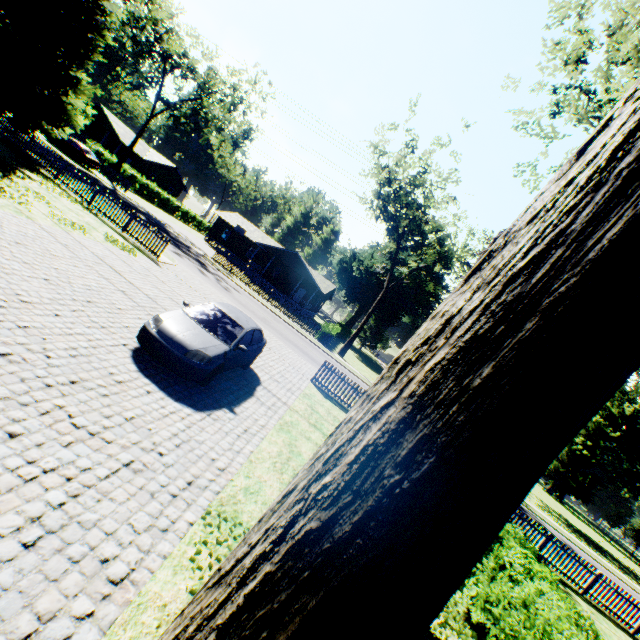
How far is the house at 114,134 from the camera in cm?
4291

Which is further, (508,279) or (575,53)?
(575,53)

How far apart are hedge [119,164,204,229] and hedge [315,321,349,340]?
30.6m

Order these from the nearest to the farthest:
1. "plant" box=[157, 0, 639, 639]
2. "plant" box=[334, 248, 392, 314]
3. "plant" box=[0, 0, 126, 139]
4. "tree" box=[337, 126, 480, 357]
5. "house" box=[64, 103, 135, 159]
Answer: "plant" box=[157, 0, 639, 639]
"plant" box=[0, 0, 126, 139]
"tree" box=[337, 126, 480, 357]
"house" box=[64, 103, 135, 159]
"plant" box=[334, 248, 392, 314]

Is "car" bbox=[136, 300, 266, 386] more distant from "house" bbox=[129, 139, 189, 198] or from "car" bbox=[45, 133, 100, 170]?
"house" bbox=[129, 139, 189, 198]

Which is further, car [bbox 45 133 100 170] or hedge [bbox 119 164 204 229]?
hedge [bbox 119 164 204 229]

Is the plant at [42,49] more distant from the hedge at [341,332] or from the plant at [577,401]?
the hedge at [341,332]

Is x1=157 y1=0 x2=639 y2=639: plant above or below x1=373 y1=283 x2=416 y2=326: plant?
below
